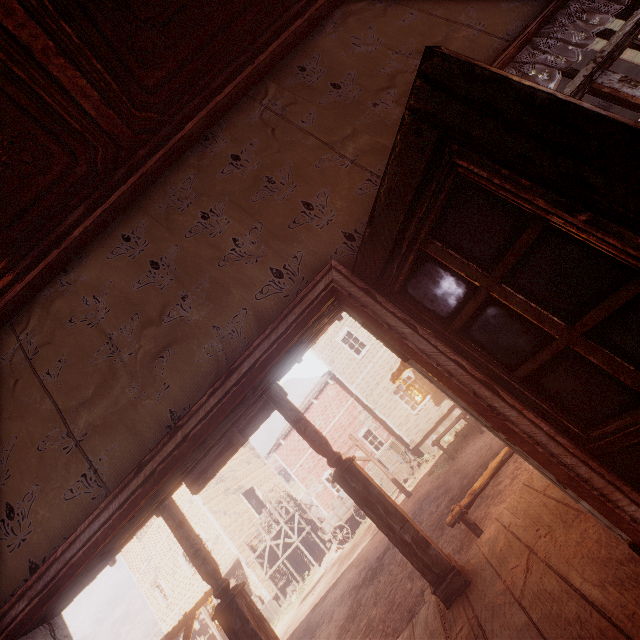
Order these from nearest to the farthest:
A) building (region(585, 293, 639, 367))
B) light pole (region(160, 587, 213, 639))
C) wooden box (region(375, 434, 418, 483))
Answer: building (region(585, 293, 639, 367))
light pole (region(160, 587, 213, 639))
wooden box (region(375, 434, 418, 483))

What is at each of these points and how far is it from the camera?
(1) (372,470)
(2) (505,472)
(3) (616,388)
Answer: (1) wooden box, 17.5 meters
(2) z, 7.2 meters
(3) building, 1.3 meters

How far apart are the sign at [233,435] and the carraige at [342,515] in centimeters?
1527cm

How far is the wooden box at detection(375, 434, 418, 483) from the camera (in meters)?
15.84

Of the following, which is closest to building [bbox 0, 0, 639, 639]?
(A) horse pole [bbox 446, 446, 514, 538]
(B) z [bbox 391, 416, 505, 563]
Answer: (B) z [bbox 391, 416, 505, 563]

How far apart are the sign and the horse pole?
3.4 meters

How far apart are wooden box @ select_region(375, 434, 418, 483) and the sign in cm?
1381

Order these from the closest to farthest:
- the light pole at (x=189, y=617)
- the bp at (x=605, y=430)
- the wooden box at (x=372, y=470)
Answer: the bp at (x=605, y=430) → the light pole at (x=189, y=617) → the wooden box at (x=372, y=470)
